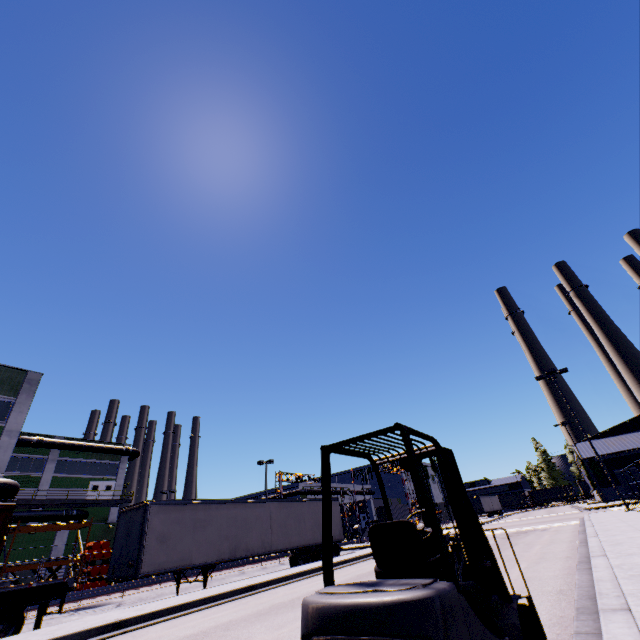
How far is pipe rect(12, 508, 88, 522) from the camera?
31.36m

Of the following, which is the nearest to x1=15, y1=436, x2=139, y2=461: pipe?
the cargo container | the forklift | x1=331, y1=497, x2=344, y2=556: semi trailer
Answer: x1=331, y1=497, x2=344, y2=556: semi trailer

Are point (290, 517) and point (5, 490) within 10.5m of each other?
no

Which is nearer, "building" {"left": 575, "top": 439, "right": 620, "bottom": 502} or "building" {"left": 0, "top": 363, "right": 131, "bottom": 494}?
"building" {"left": 0, "top": 363, "right": 131, "bottom": 494}

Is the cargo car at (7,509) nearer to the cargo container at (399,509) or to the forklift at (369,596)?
the forklift at (369,596)

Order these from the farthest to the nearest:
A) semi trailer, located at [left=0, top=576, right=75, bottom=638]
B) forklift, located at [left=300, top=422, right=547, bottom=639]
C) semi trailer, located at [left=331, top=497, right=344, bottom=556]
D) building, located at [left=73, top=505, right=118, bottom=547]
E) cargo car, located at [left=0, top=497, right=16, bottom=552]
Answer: building, located at [left=73, top=505, right=118, bottom=547] → semi trailer, located at [left=331, top=497, right=344, bottom=556] → cargo car, located at [left=0, top=497, right=16, bottom=552] → semi trailer, located at [left=0, top=576, right=75, bottom=638] → forklift, located at [left=300, top=422, right=547, bottom=639]

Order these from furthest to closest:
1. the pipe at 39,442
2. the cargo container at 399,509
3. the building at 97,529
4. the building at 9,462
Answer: the cargo container at 399,509 → the pipe at 39,442 → the building at 97,529 → the building at 9,462

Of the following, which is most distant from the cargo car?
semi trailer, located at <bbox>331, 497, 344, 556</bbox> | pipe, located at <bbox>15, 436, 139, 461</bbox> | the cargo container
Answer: the cargo container
